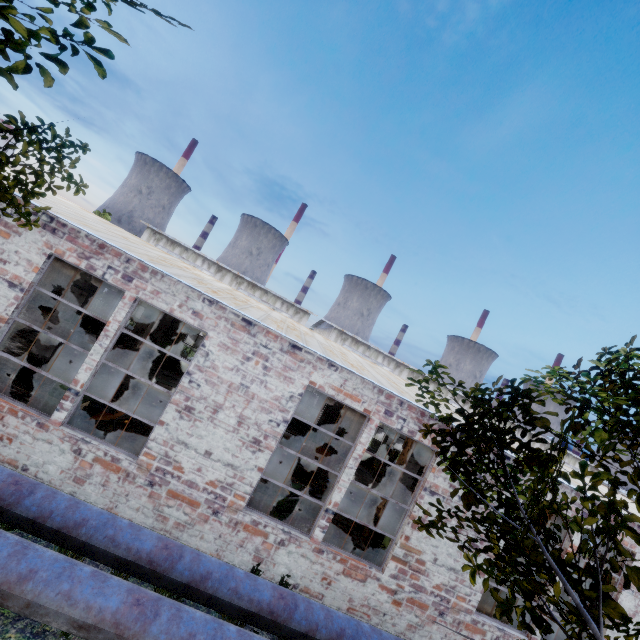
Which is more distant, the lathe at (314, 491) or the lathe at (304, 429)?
the lathe at (304, 429)

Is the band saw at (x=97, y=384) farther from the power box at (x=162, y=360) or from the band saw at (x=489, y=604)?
the band saw at (x=489, y=604)

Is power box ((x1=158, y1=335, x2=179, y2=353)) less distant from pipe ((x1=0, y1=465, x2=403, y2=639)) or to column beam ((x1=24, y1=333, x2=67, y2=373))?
column beam ((x1=24, y1=333, x2=67, y2=373))

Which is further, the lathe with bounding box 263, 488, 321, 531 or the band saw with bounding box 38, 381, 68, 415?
the lathe with bounding box 263, 488, 321, 531

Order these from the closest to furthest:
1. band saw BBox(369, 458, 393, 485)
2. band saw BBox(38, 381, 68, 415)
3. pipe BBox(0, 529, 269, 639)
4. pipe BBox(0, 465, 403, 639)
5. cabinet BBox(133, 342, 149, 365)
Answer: pipe BBox(0, 529, 269, 639) → pipe BBox(0, 465, 403, 639) → band saw BBox(38, 381, 68, 415) → cabinet BBox(133, 342, 149, 365) → band saw BBox(369, 458, 393, 485)

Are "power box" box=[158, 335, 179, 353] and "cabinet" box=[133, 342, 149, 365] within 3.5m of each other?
yes

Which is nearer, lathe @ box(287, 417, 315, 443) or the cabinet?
the cabinet

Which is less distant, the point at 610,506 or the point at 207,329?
the point at 610,506
